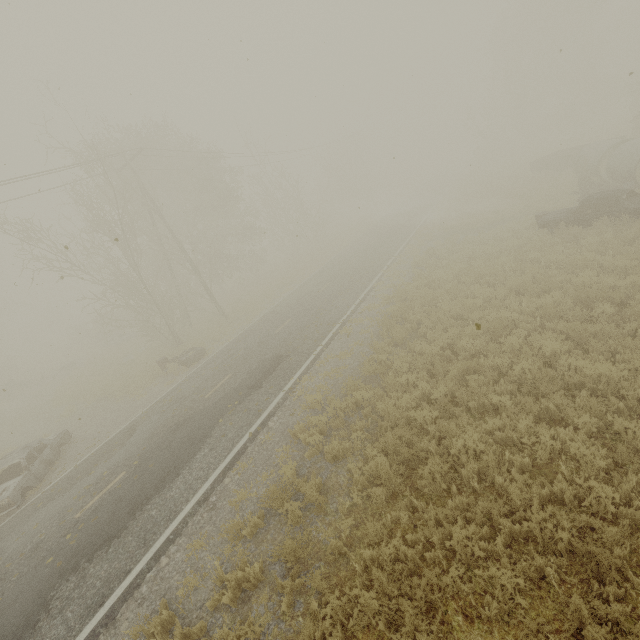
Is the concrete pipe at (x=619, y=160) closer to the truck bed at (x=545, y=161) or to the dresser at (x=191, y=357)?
the truck bed at (x=545, y=161)

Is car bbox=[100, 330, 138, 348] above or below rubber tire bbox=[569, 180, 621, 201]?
above

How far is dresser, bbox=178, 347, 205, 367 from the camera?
17.4 meters

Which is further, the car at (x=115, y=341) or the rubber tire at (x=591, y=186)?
the car at (x=115, y=341)

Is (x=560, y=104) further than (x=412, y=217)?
Yes

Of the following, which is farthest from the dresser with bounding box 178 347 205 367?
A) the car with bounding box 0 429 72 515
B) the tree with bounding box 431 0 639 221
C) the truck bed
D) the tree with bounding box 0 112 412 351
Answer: the tree with bounding box 431 0 639 221

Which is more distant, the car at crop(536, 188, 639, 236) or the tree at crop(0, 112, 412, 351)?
the tree at crop(0, 112, 412, 351)

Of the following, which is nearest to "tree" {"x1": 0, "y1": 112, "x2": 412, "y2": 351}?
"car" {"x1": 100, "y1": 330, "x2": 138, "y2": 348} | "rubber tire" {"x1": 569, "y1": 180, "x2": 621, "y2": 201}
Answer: "car" {"x1": 100, "y1": 330, "x2": 138, "y2": 348}
